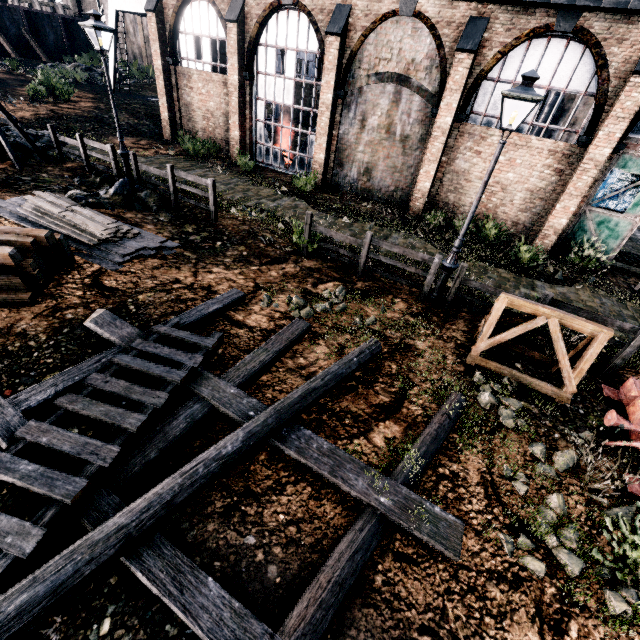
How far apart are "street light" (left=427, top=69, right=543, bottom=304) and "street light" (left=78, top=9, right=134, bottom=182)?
13.4m

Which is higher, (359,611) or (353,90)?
(353,90)

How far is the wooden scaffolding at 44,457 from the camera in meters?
4.0 m

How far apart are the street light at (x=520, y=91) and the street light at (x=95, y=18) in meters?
13.4 m

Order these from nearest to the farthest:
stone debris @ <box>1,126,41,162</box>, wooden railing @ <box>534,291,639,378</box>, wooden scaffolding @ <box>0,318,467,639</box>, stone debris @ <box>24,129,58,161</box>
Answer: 1. wooden scaffolding @ <box>0,318,467,639</box>
2. wooden railing @ <box>534,291,639,378</box>
3. stone debris @ <box>1,126,41,162</box>
4. stone debris @ <box>24,129,58,161</box>

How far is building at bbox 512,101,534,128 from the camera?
13.34m

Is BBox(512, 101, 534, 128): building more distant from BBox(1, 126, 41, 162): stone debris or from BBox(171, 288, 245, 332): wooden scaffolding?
BBox(171, 288, 245, 332): wooden scaffolding

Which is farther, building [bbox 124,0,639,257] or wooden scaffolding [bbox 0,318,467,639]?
building [bbox 124,0,639,257]
